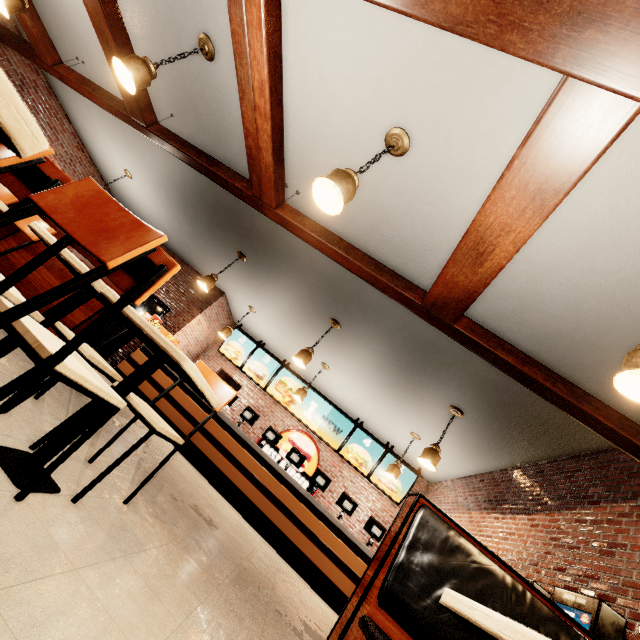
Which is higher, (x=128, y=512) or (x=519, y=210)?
(x=519, y=210)
